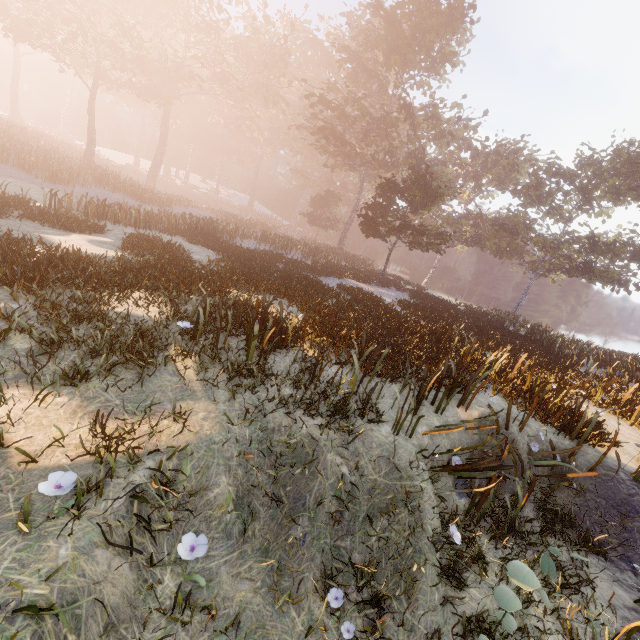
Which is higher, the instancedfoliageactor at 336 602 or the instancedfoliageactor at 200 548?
the instancedfoliageactor at 200 548

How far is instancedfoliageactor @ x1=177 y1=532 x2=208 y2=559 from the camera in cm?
329

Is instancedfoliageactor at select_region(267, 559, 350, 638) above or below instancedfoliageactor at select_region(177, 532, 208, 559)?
below

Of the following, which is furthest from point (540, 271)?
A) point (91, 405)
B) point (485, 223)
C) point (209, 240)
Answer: point (91, 405)

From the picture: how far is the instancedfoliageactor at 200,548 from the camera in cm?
329
